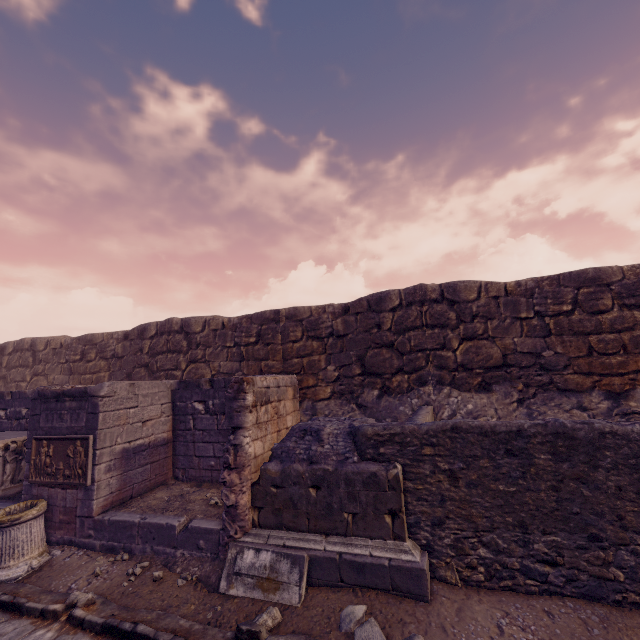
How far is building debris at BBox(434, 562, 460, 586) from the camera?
4.0 meters

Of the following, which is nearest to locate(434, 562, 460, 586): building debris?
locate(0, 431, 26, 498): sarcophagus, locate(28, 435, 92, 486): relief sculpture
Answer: locate(28, 435, 92, 486): relief sculpture

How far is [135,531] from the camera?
5.4m

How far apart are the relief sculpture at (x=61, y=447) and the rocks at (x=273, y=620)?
3.98m

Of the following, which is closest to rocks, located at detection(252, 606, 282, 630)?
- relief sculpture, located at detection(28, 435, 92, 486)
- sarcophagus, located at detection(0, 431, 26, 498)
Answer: relief sculpture, located at detection(28, 435, 92, 486)

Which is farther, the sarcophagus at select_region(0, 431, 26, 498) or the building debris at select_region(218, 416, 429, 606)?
the sarcophagus at select_region(0, 431, 26, 498)

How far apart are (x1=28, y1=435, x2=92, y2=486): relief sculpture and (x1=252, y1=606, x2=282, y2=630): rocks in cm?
398

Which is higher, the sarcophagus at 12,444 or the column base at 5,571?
the sarcophagus at 12,444
